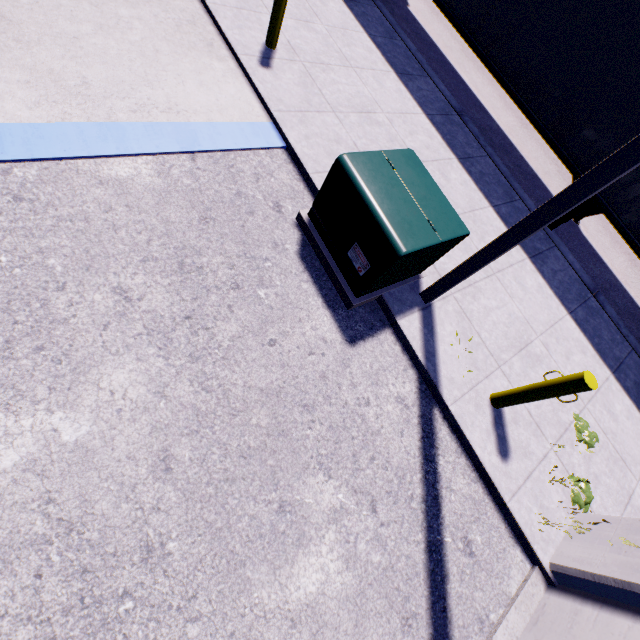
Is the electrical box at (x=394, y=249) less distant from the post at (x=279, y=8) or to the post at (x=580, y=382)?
the post at (x=580, y=382)

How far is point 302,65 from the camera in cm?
580

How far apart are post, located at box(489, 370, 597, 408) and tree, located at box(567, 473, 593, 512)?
1.3 meters

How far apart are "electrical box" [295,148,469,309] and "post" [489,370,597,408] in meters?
1.8

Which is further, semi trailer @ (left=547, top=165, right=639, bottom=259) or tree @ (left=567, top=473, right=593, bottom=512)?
semi trailer @ (left=547, top=165, right=639, bottom=259)

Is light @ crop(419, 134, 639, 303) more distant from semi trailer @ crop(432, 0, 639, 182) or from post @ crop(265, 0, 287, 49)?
post @ crop(265, 0, 287, 49)

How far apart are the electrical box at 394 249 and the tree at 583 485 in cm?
333

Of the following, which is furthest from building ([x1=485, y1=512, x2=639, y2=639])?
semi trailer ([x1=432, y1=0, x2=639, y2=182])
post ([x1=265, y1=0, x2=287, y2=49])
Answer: post ([x1=265, y1=0, x2=287, y2=49])
